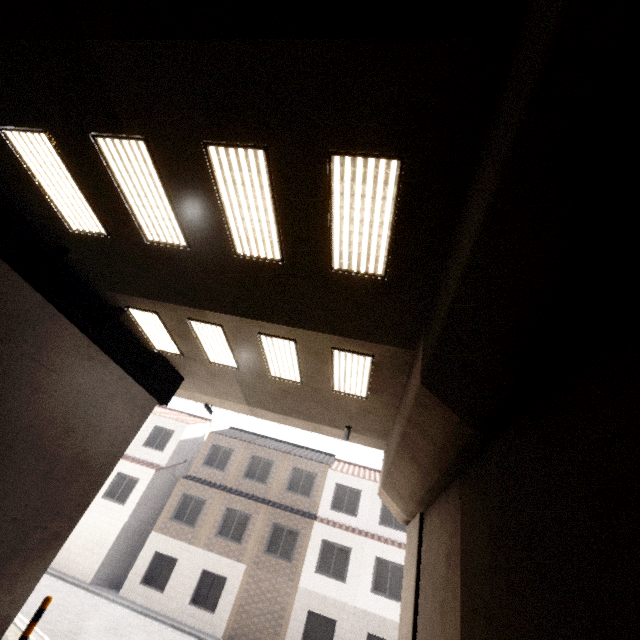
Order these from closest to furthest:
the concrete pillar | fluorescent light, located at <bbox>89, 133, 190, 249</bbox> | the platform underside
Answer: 1. the concrete pillar
2. fluorescent light, located at <bbox>89, 133, 190, 249</bbox>
3. the platform underside

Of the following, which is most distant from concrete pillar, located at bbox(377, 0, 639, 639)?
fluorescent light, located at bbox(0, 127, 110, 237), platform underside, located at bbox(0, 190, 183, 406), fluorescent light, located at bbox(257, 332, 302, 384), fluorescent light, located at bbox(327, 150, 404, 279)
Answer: platform underside, located at bbox(0, 190, 183, 406)

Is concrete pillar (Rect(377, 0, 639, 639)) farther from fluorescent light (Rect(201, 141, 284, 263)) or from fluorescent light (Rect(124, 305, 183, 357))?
fluorescent light (Rect(124, 305, 183, 357))

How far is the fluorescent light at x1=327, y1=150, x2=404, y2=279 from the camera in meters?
4.2

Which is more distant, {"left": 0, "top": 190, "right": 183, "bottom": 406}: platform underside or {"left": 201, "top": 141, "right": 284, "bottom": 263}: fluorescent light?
{"left": 0, "top": 190, "right": 183, "bottom": 406}: platform underside

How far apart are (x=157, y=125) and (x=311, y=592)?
20.8m

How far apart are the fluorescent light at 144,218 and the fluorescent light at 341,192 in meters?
2.8

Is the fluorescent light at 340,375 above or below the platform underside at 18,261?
above
